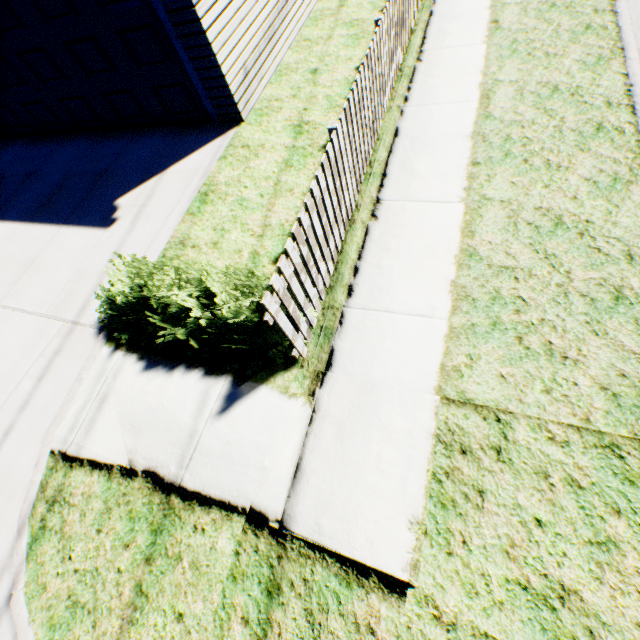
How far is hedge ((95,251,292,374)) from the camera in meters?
3.6 m

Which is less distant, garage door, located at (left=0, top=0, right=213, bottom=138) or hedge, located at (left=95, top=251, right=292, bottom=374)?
hedge, located at (left=95, top=251, right=292, bottom=374)

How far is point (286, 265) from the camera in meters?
2.9

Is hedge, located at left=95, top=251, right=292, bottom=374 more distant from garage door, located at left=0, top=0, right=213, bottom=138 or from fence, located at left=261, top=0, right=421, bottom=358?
garage door, located at left=0, top=0, right=213, bottom=138

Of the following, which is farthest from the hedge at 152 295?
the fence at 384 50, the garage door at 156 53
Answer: the garage door at 156 53

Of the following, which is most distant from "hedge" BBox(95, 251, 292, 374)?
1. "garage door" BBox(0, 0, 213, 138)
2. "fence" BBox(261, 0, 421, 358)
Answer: "garage door" BBox(0, 0, 213, 138)

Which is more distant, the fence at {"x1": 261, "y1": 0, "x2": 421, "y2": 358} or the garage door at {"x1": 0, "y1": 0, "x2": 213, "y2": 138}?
the garage door at {"x1": 0, "y1": 0, "x2": 213, "y2": 138}

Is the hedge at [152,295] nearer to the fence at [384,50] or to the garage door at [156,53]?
the fence at [384,50]
